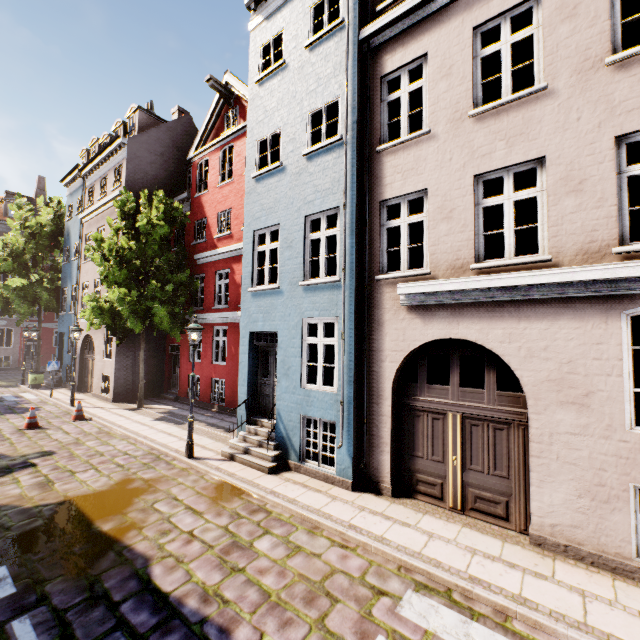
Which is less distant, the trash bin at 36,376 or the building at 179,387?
the building at 179,387

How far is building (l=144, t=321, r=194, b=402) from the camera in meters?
16.5

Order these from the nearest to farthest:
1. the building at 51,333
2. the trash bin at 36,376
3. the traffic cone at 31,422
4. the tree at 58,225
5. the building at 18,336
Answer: the building at 51,333
the traffic cone at 31,422
the trash bin at 36,376
the tree at 58,225
the building at 18,336

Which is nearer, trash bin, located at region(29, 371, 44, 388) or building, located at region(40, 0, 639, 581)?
building, located at region(40, 0, 639, 581)

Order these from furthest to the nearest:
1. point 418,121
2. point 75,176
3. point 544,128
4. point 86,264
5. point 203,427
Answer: point 75,176 → point 86,264 → point 203,427 → point 418,121 → point 544,128

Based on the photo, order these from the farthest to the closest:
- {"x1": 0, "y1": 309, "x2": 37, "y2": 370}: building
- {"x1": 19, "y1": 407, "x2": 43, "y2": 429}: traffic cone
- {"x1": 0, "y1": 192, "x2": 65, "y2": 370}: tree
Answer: {"x1": 0, "y1": 309, "x2": 37, "y2": 370}: building → {"x1": 0, "y1": 192, "x2": 65, "y2": 370}: tree → {"x1": 19, "y1": 407, "x2": 43, "y2": 429}: traffic cone

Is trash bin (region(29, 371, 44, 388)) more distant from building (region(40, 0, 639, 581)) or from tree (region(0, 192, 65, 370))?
tree (region(0, 192, 65, 370))

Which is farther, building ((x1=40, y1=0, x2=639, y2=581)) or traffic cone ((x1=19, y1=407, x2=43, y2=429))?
traffic cone ((x1=19, y1=407, x2=43, y2=429))
